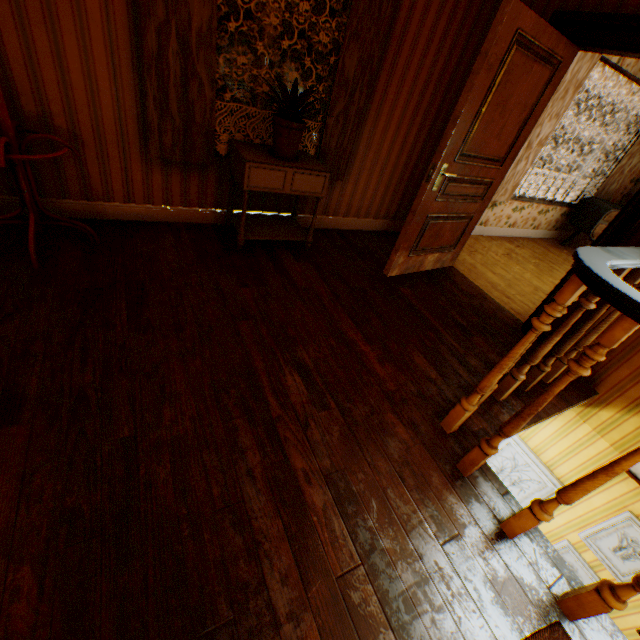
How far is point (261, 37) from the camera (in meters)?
2.66

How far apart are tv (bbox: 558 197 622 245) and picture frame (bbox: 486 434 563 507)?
4.2 meters

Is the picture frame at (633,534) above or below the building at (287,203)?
below

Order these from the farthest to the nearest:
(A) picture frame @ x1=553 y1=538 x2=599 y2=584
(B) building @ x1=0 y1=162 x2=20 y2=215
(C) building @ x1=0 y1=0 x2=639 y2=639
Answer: (A) picture frame @ x1=553 y1=538 x2=599 y2=584
(B) building @ x1=0 y1=162 x2=20 y2=215
(C) building @ x1=0 y1=0 x2=639 y2=639

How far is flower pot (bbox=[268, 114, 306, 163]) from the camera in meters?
2.6 m

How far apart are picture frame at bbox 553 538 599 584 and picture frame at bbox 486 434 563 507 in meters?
0.3 m

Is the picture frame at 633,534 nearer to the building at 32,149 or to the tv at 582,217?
the building at 32,149

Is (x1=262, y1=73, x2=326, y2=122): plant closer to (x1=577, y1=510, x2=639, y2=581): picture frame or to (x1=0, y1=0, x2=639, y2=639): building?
(x1=0, y1=0, x2=639, y2=639): building
